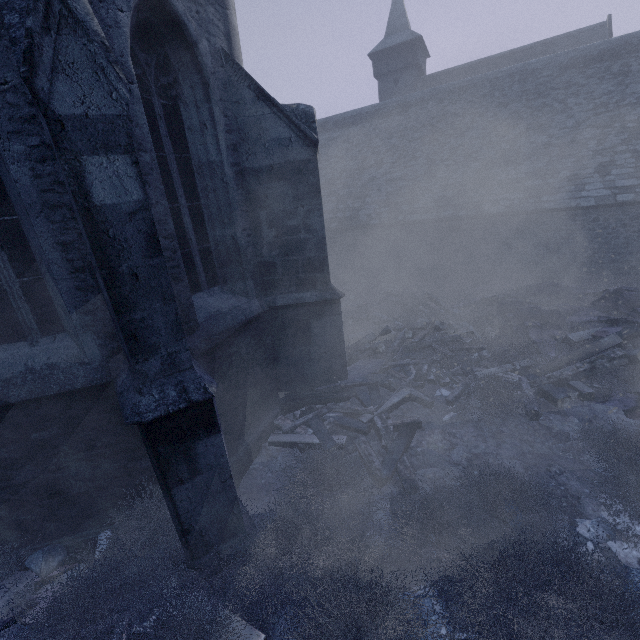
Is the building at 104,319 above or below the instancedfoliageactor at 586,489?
above

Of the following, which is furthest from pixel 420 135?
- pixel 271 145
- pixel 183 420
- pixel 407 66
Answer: pixel 183 420

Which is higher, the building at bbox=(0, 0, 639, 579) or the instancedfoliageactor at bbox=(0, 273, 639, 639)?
the building at bbox=(0, 0, 639, 579)
